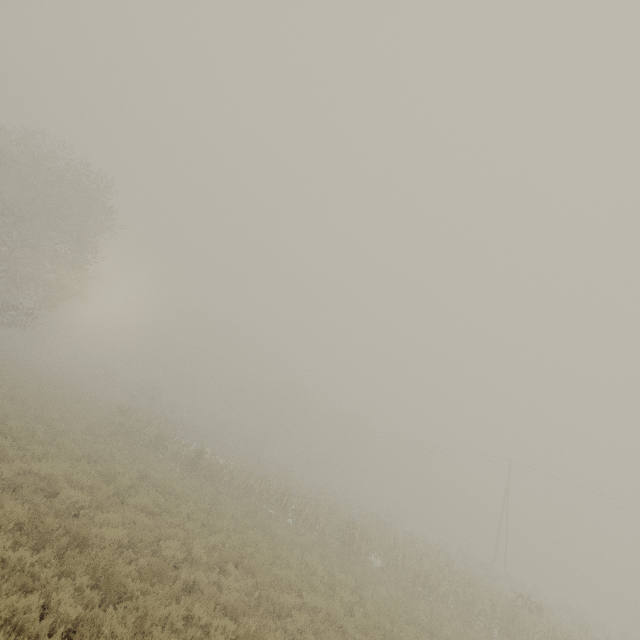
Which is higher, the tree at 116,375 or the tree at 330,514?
the tree at 116,375

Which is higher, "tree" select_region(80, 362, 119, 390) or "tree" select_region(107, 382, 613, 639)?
"tree" select_region(80, 362, 119, 390)

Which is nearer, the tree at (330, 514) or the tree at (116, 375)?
the tree at (330, 514)

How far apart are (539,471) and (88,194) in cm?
4947

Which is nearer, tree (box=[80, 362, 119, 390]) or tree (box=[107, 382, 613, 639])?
tree (box=[107, 382, 613, 639])

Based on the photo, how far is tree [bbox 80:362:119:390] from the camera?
50.1m
